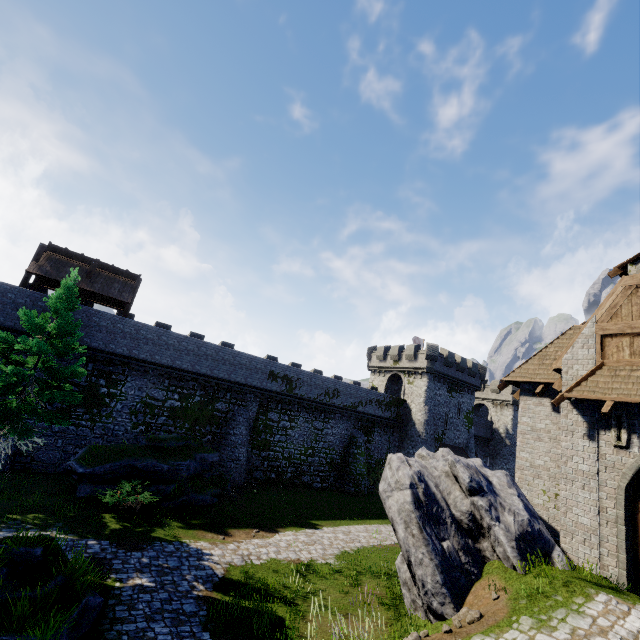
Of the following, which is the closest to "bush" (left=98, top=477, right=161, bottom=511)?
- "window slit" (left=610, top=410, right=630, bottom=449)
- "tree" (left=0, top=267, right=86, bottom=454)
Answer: "tree" (left=0, top=267, right=86, bottom=454)

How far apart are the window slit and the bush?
18.8m

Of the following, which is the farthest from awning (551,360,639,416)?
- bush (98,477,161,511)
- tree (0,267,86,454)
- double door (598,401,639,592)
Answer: tree (0,267,86,454)

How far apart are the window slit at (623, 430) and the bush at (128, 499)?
18.78m

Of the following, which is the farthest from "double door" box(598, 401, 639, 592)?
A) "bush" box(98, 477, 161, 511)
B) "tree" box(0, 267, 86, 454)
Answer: "tree" box(0, 267, 86, 454)

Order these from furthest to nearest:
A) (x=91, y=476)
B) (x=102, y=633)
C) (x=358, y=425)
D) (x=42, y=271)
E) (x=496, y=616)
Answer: (x=358, y=425) → (x=42, y=271) → (x=91, y=476) → (x=102, y=633) → (x=496, y=616)

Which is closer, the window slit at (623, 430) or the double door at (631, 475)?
the double door at (631, 475)
